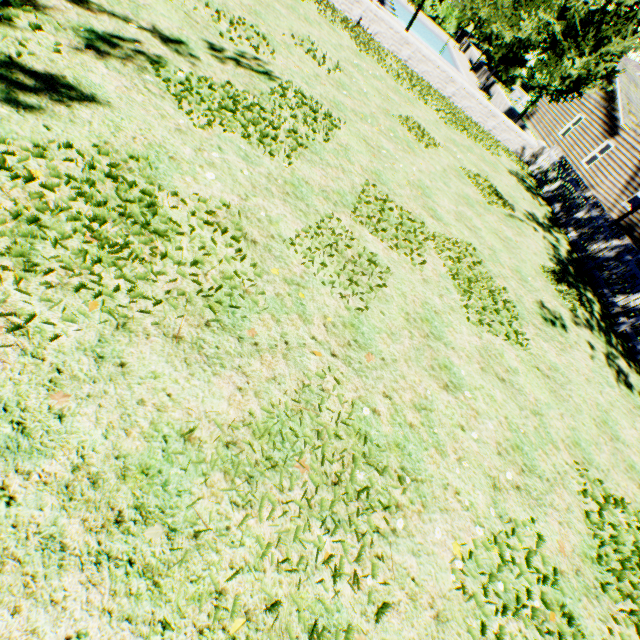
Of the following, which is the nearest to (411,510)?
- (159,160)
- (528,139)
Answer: (159,160)

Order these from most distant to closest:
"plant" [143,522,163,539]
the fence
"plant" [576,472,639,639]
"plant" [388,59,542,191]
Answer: "plant" [388,59,542,191]
the fence
"plant" [576,472,639,639]
"plant" [143,522,163,539]

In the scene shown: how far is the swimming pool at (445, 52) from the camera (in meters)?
22.71

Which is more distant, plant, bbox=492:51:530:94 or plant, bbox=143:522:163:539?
plant, bbox=492:51:530:94

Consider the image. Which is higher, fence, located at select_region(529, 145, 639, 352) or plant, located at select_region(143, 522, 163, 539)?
fence, located at select_region(529, 145, 639, 352)

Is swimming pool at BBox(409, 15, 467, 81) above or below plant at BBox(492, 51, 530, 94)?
below

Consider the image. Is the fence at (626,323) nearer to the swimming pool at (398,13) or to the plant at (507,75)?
the plant at (507,75)

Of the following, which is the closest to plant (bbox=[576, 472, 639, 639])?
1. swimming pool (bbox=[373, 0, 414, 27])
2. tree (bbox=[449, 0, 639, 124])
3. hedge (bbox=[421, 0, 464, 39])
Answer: tree (bbox=[449, 0, 639, 124])
